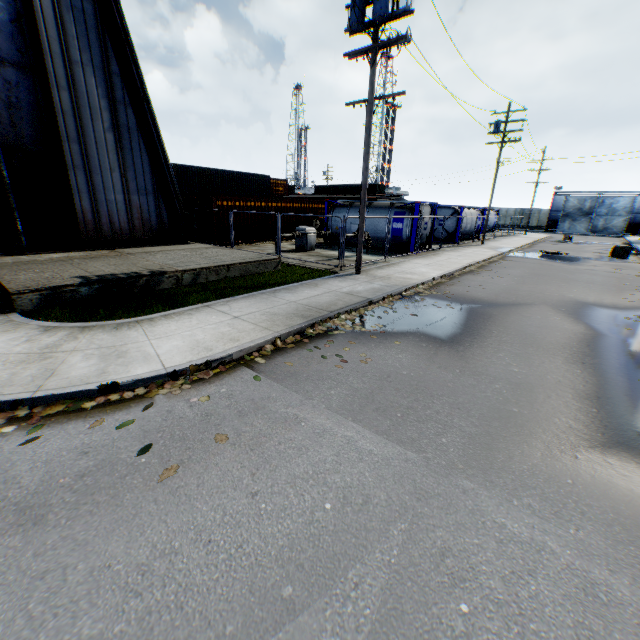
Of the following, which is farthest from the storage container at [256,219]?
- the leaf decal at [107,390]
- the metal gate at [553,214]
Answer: the metal gate at [553,214]

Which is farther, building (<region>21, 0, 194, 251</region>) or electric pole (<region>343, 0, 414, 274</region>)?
building (<region>21, 0, 194, 251</region>)

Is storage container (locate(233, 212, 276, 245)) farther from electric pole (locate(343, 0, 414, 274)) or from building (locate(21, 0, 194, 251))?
electric pole (locate(343, 0, 414, 274))

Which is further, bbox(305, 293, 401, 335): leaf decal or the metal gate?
the metal gate

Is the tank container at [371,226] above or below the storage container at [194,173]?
below

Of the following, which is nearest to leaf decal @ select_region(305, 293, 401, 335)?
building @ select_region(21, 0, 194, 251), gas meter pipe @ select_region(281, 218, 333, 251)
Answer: gas meter pipe @ select_region(281, 218, 333, 251)

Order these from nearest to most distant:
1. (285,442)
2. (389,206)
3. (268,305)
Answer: (285,442) → (268,305) → (389,206)

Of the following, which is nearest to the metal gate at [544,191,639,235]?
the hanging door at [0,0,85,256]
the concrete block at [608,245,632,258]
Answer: the concrete block at [608,245,632,258]
